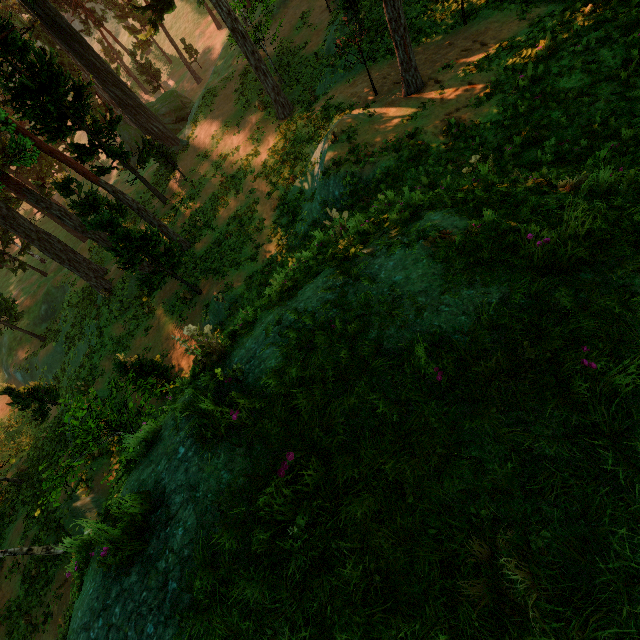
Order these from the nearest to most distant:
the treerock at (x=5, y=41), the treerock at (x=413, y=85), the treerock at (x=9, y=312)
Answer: the treerock at (x=413, y=85) < the treerock at (x=5, y=41) < the treerock at (x=9, y=312)

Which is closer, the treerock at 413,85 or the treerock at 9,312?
the treerock at 413,85

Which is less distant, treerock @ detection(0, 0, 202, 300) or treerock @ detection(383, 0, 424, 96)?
treerock @ detection(383, 0, 424, 96)

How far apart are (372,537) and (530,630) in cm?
90

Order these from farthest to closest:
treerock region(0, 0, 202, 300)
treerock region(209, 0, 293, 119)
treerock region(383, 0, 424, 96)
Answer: treerock region(209, 0, 293, 119), treerock region(0, 0, 202, 300), treerock region(383, 0, 424, 96)
